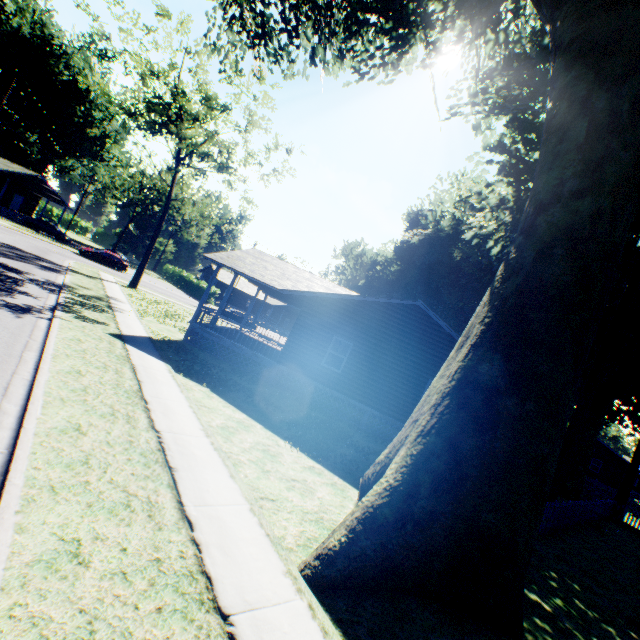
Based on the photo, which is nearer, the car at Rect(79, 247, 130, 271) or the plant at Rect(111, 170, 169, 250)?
the car at Rect(79, 247, 130, 271)

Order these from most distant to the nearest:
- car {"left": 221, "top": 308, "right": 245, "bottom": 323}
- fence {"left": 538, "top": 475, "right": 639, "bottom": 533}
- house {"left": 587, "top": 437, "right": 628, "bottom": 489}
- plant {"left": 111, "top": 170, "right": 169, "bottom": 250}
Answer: plant {"left": 111, "top": 170, "right": 169, "bottom": 250}, house {"left": 587, "top": 437, "right": 628, "bottom": 489}, car {"left": 221, "top": 308, "right": 245, "bottom": 323}, fence {"left": 538, "top": 475, "right": 639, "bottom": 533}

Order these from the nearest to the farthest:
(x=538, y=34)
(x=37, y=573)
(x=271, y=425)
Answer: (x=37, y=573) → (x=271, y=425) → (x=538, y=34)

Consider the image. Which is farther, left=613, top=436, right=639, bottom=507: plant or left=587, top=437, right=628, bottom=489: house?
left=587, top=437, right=628, bottom=489: house

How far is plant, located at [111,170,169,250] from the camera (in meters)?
52.50

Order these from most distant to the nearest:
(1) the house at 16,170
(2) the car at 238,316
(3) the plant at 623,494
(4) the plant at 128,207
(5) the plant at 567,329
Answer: (4) the plant at 128,207 < (1) the house at 16,170 < (2) the car at 238,316 < (3) the plant at 623,494 < (5) the plant at 567,329

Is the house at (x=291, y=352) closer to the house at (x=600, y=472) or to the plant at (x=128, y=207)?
the plant at (x=128, y=207)

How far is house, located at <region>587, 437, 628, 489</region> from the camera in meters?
39.8
